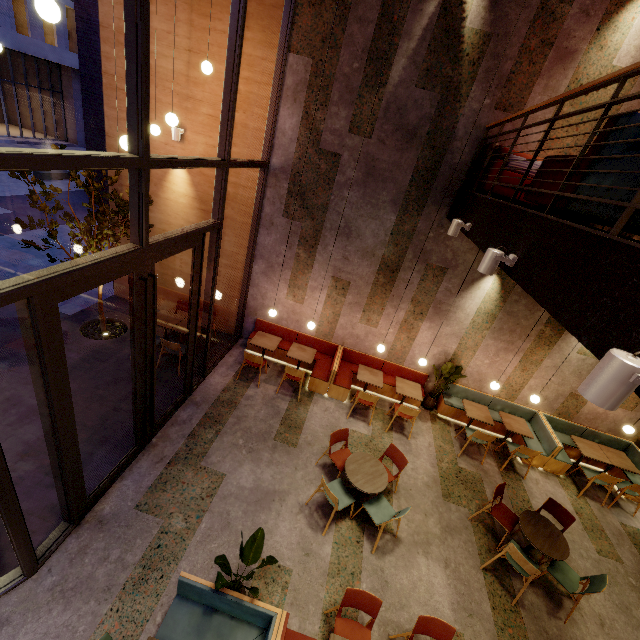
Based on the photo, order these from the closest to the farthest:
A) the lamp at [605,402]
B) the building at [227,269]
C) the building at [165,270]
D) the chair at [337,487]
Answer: the lamp at [605,402]
the chair at [337,487]
the building at [227,269]
the building at [165,270]

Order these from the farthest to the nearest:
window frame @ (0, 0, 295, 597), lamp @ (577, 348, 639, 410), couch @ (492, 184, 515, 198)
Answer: couch @ (492, 184, 515, 198) < window frame @ (0, 0, 295, 597) < lamp @ (577, 348, 639, 410)

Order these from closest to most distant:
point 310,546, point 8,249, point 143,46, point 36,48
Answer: point 143,46, point 310,546, point 8,249, point 36,48

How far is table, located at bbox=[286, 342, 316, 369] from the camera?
7.67m

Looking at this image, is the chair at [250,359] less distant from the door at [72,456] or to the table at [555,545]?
the door at [72,456]

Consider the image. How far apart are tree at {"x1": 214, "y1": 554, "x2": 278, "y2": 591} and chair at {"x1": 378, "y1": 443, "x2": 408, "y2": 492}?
1.3 meters

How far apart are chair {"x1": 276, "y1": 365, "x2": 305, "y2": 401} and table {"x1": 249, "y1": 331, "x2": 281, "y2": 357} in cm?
52

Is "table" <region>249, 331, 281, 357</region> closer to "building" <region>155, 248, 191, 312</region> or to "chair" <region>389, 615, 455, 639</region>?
"building" <region>155, 248, 191, 312</region>
